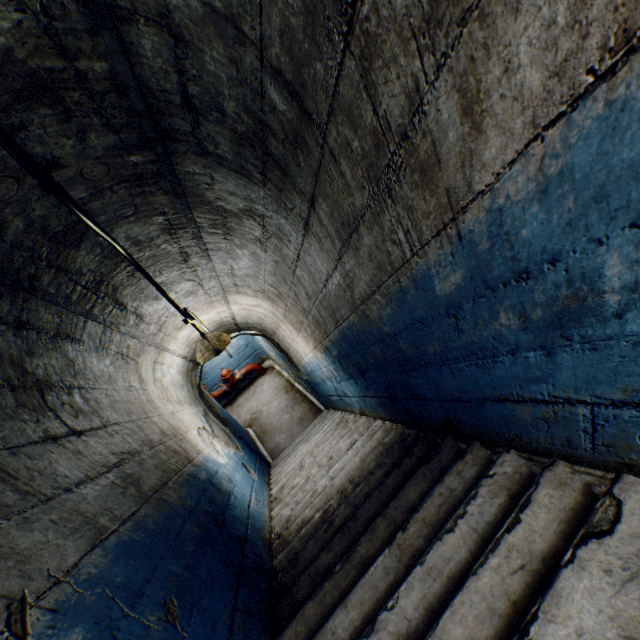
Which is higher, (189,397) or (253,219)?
(253,219)

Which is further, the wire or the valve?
the valve

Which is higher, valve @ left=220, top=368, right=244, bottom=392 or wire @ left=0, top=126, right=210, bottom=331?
wire @ left=0, top=126, right=210, bottom=331

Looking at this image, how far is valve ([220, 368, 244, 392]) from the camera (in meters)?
8.92

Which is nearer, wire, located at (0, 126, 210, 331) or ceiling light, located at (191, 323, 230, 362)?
wire, located at (0, 126, 210, 331)

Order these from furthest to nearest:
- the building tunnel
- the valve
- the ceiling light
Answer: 1. the valve
2. the ceiling light
3. the building tunnel

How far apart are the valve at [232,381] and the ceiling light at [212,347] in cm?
525

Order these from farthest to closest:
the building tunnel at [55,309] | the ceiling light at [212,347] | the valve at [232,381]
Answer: the valve at [232,381] < the ceiling light at [212,347] < the building tunnel at [55,309]
